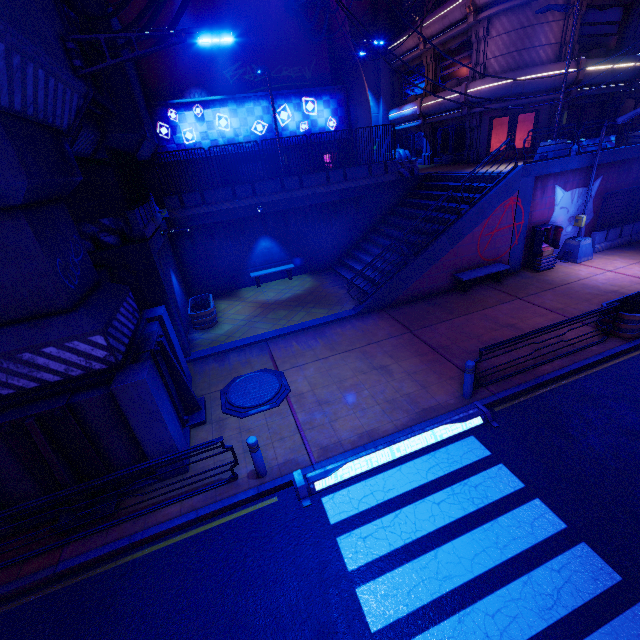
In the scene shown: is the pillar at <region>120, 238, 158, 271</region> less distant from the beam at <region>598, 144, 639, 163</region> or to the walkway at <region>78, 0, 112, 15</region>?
the beam at <region>598, 144, 639, 163</region>

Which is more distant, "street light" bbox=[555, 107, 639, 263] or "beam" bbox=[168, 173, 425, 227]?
"beam" bbox=[168, 173, 425, 227]

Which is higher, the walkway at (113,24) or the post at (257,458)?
the walkway at (113,24)

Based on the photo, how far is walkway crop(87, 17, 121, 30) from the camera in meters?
12.3 m

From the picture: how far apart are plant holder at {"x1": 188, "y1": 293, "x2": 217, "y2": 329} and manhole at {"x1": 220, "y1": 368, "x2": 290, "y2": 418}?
4.05m

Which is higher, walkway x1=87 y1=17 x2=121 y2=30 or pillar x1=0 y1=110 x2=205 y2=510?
walkway x1=87 y1=17 x2=121 y2=30

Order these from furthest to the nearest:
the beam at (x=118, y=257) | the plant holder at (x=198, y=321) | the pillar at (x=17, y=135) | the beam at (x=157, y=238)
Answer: the plant holder at (x=198, y=321) → the beam at (x=157, y=238) → the beam at (x=118, y=257) → the pillar at (x=17, y=135)

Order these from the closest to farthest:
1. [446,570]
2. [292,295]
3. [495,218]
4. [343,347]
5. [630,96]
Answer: [446,570], [343,347], [495,218], [292,295], [630,96]
